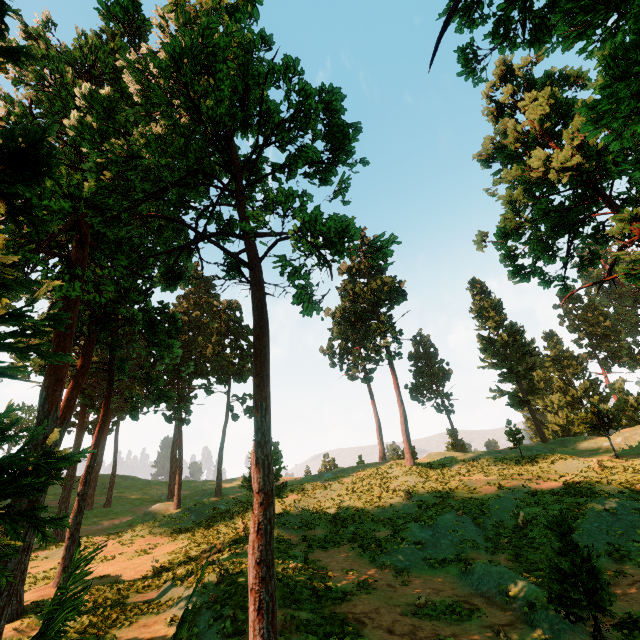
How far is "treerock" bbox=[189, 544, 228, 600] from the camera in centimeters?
214cm

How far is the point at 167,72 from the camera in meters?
7.7 m

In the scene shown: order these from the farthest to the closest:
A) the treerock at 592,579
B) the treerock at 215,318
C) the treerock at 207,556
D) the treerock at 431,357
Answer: the treerock at 431,357 → the treerock at 592,579 → the treerock at 215,318 → the treerock at 207,556

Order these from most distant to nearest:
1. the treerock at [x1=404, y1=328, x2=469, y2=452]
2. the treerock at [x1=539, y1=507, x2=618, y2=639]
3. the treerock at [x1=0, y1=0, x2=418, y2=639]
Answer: the treerock at [x1=404, y1=328, x2=469, y2=452]
the treerock at [x1=539, y1=507, x2=618, y2=639]
the treerock at [x1=0, y1=0, x2=418, y2=639]

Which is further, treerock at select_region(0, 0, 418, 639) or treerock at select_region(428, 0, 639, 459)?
treerock at select_region(428, 0, 639, 459)

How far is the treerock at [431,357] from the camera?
50.2m
